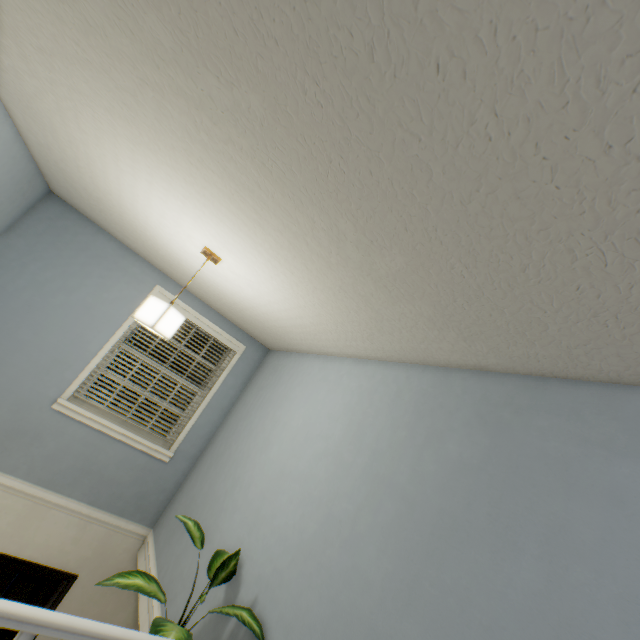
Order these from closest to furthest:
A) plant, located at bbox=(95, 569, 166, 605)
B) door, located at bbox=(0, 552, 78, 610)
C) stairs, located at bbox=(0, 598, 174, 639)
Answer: stairs, located at bbox=(0, 598, 174, 639), plant, located at bbox=(95, 569, 166, 605), door, located at bbox=(0, 552, 78, 610)

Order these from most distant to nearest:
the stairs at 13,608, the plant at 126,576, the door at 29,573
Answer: the door at 29,573, the plant at 126,576, the stairs at 13,608

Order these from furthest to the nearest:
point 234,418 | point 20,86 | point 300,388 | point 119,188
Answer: point 234,418 → point 300,388 → point 119,188 → point 20,86

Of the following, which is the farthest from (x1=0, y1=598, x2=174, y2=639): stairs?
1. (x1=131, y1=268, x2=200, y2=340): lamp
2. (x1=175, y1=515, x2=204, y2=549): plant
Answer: (x1=131, y1=268, x2=200, y2=340): lamp

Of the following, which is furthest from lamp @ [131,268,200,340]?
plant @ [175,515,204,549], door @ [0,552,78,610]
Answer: door @ [0,552,78,610]

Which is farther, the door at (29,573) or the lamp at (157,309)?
the door at (29,573)

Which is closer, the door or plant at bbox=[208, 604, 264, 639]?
plant at bbox=[208, 604, 264, 639]

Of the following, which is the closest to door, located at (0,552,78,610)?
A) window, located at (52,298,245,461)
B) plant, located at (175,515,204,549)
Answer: window, located at (52,298,245,461)
